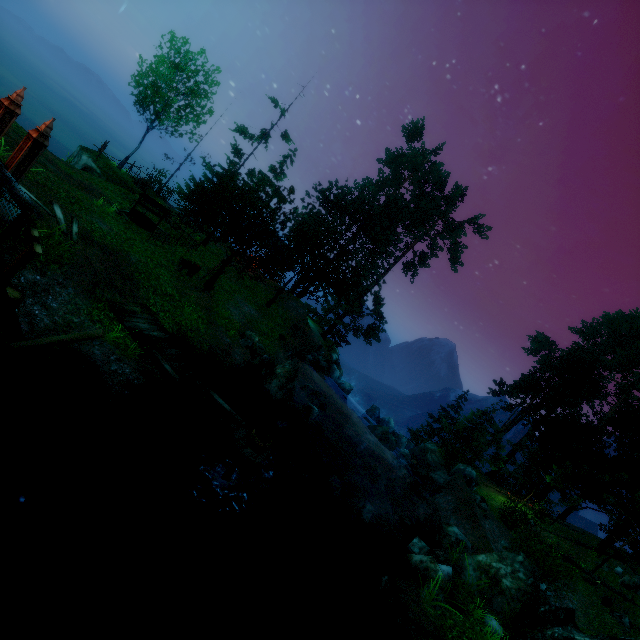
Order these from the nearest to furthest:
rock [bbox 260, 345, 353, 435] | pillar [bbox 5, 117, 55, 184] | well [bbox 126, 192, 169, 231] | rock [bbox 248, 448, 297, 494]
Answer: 1. pillar [bbox 5, 117, 55, 184]
2. rock [bbox 248, 448, 297, 494]
3. rock [bbox 260, 345, 353, 435]
4. well [bbox 126, 192, 169, 231]

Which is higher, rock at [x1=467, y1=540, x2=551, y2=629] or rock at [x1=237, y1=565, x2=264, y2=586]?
rock at [x1=467, y1=540, x2=551, y2=629]

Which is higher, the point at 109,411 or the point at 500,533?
the point at 500,533

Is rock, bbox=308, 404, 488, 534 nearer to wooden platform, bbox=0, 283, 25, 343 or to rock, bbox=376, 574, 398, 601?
rock, bbox=376, 574, 398, 601

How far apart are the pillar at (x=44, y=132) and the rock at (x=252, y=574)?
11.8 meters

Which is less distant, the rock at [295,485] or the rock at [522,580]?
the rock at [522,580]

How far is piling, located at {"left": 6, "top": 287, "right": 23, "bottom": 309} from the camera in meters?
6.9 m

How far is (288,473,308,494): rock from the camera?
12.70m
